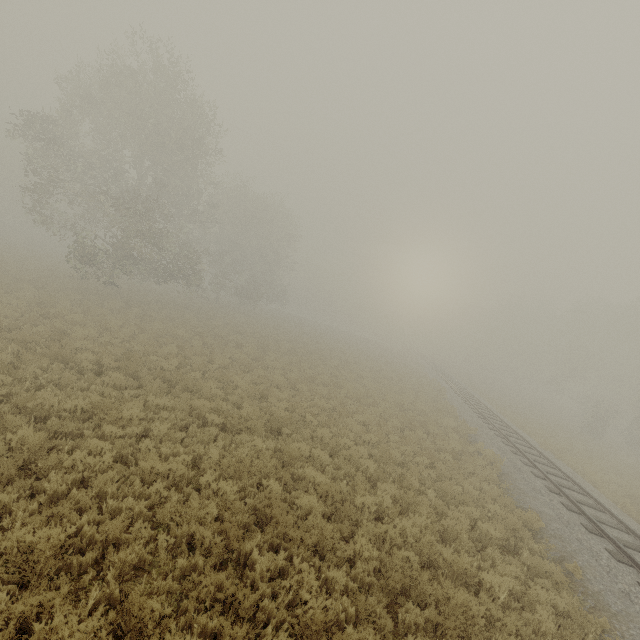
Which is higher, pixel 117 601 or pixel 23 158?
pixel 23 158
